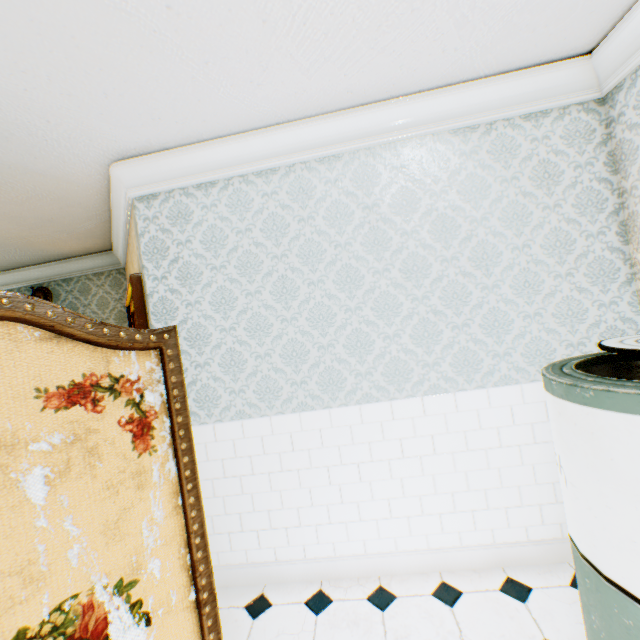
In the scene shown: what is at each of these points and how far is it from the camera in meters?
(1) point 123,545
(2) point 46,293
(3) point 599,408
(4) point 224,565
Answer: (1) folding screen, 1.0
(2) wall light, 4.4
(3) washing machine, 1.1
(4) building, 2.4

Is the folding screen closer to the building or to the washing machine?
the building

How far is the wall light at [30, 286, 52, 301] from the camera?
4.3m

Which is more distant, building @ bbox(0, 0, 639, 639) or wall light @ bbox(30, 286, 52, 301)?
wall light @ bbox(30, 286, 52, 301)

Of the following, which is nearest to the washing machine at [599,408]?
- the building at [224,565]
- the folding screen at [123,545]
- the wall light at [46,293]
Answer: the building at [224,565]

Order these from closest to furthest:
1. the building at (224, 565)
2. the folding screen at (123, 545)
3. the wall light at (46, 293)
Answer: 1. the folding screen at (123, 545)
2. the building at (224, 565)
3. the wall light at (46, 293)

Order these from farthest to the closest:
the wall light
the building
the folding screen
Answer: the wall light < the building < the folding screen
